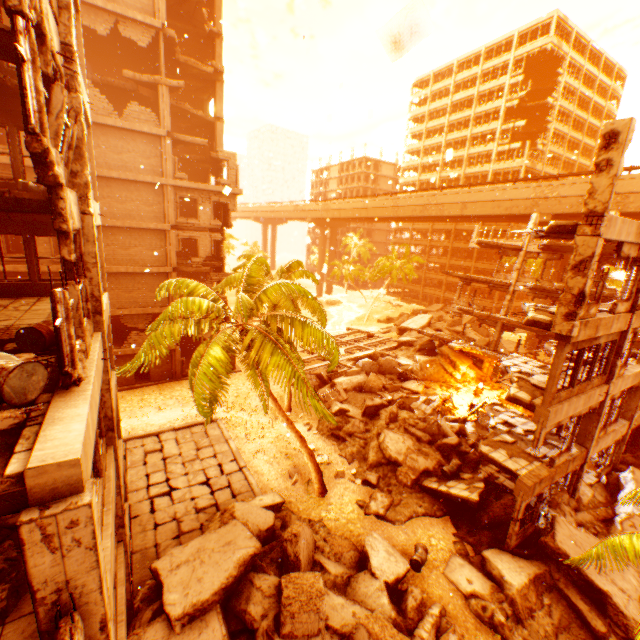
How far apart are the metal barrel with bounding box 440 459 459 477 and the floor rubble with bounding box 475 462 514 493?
1.15m

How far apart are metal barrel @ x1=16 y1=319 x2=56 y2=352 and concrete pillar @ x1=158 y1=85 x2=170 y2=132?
20.5m

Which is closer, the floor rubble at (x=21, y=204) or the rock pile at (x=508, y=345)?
the floor rubble at (x=21, y=204)

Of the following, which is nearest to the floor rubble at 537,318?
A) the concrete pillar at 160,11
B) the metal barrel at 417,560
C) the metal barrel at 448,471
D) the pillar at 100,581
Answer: the metal barrel at 448,471

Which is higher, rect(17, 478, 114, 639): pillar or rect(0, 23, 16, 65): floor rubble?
rect(0, 23, 16, 65): floor rubble

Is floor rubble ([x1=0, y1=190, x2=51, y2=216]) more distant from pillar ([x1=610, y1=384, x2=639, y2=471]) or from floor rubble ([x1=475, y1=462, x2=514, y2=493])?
floor rubble ([x1=475, y1=462, x2=514, y2=493])

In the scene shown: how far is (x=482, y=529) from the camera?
13.77m

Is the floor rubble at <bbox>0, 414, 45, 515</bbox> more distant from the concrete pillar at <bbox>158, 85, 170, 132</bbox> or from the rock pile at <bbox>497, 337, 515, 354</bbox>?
the concrete pillar at <bbox>158, 85, 170, 132</bbox>
